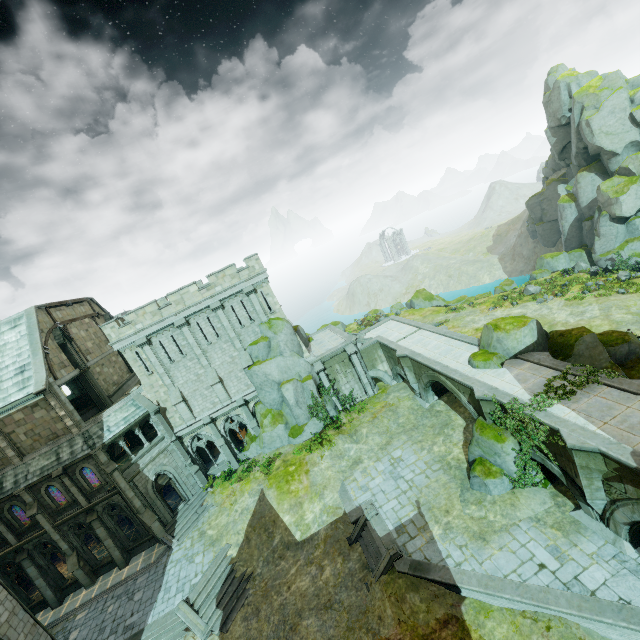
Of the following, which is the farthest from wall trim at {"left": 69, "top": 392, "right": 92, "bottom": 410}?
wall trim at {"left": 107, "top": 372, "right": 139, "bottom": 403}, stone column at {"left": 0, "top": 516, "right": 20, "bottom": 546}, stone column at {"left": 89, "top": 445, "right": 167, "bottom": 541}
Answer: stone column at {"left": 89, "top": 445, "right": 167, "bottom": 541}

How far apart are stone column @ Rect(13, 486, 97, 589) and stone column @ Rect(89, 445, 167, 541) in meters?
4.3

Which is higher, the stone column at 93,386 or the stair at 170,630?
the stone column at 93,386

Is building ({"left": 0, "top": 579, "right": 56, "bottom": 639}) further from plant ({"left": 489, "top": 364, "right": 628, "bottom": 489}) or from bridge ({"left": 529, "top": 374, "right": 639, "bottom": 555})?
plant ({"left": 489, "top": 364, "right": 628, "bottom": 489})

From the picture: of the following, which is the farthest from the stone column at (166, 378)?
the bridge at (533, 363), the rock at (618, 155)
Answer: the rock at (618, 155)

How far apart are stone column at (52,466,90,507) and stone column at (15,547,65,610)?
4.35m

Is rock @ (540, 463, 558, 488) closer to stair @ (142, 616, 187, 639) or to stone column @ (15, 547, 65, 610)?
stair @ (142, 616, 187, 639)

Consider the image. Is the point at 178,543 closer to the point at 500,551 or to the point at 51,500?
the point at 51,500
